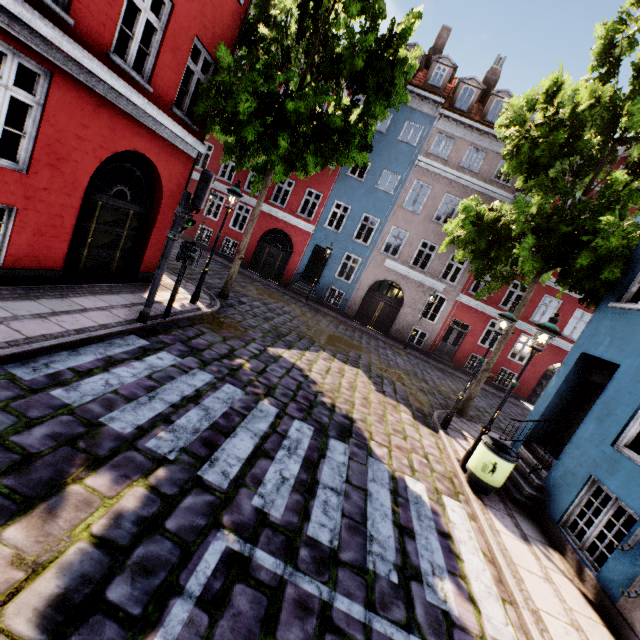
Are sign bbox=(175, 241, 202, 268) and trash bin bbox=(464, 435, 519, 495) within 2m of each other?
no

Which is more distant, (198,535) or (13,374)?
(13,374)

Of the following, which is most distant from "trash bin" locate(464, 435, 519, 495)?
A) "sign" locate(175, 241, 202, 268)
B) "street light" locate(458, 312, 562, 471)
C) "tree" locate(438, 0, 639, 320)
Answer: "sign" locate(175, 241, 202, 268)

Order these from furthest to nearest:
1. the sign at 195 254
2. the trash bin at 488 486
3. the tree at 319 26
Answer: the tree at 319 26
the sign at 195 254
the trash bin at 488 486

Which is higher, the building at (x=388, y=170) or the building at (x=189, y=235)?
the building at (x=388, y=170)

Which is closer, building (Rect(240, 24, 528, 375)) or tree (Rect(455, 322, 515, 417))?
tree (Rect(455, 322, 515, 417))

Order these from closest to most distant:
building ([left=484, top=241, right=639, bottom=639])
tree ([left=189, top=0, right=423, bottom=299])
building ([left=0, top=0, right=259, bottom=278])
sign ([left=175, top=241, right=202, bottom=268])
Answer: building ([left=484, top=241, right=639, bottom=639])
building ([left=0, top=0, right=259, bottom=278])
sign ([left=175, top=241, right=202, bottom=268])
tree ([left=189, top=0, right=423, bottom=299])
